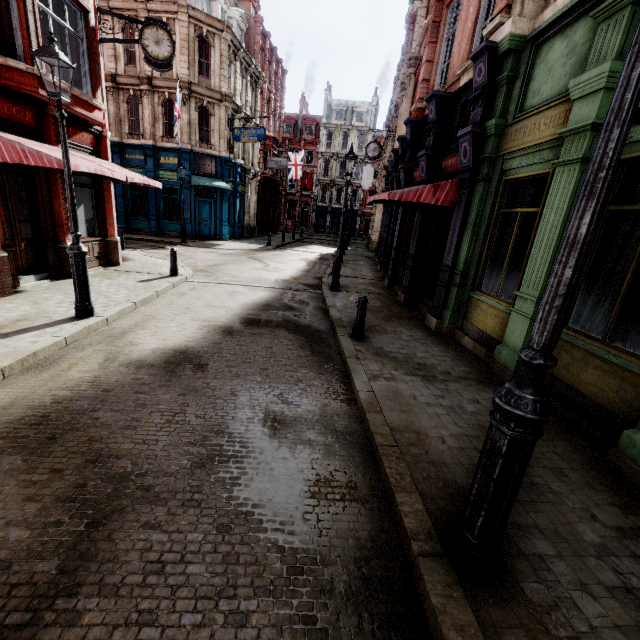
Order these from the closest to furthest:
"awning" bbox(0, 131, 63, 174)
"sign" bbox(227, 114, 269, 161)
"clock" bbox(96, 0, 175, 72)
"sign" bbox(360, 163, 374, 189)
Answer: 1. "awning" bbox(0, 131, 63, 174)
2. "clock" bbox(96, 0, 175, 72)
3. "sign" bbox(227, 114, 269, 161)
4. "sign" bbox(360, 163, 374, 189)

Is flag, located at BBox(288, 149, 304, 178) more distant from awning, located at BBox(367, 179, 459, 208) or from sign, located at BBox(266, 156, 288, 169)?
awning, located at BBox(367, 179, 459, 208)

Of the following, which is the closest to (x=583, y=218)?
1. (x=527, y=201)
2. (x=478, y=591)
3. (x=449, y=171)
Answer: (x=478, y=591)

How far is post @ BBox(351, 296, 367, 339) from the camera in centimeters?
690cm

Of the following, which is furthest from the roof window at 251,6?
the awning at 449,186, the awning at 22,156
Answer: the awning at 449,186

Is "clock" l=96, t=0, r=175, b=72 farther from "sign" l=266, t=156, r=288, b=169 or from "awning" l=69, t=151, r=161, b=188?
"sign" l=266, t=156, r=288, b=169

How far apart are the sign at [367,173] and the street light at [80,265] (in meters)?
30.80

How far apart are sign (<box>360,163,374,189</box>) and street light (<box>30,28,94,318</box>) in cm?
3080
